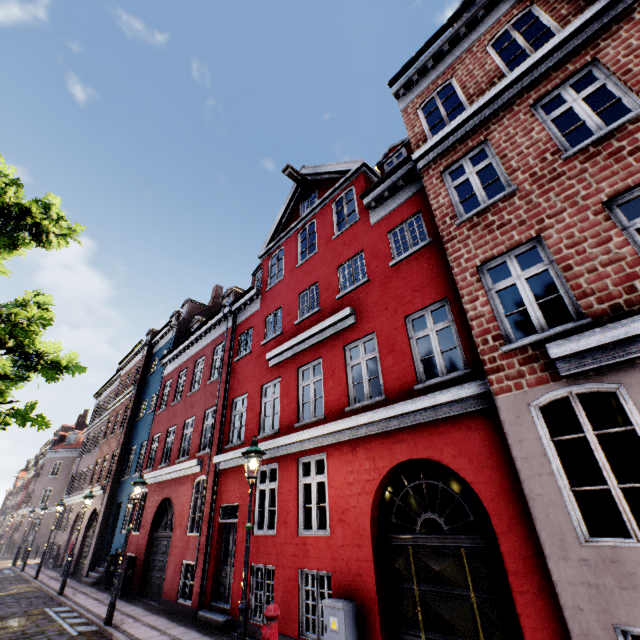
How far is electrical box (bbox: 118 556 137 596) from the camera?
12.8 meters

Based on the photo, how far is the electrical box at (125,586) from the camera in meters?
12.8

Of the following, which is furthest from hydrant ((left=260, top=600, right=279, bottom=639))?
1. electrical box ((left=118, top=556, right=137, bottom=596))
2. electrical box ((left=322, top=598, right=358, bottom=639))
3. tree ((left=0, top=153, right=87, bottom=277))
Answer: electrical box ((left=118, top=556, right=137, bottom=596))

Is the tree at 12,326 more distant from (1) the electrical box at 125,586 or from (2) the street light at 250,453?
(1) the electrical box at 125,586

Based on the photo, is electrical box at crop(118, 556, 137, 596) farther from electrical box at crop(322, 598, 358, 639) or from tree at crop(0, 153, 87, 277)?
electrical box at crop(322, 598, 358, 639)

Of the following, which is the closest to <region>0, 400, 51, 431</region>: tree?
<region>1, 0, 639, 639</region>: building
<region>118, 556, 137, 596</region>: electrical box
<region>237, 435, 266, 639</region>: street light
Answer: <region>1, 0, 639, 639</region>: building

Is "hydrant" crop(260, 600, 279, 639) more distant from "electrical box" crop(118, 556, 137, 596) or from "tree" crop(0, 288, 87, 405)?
"electrical box" crop(118, 556, 137, 596)

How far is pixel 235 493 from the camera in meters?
10.3 m
